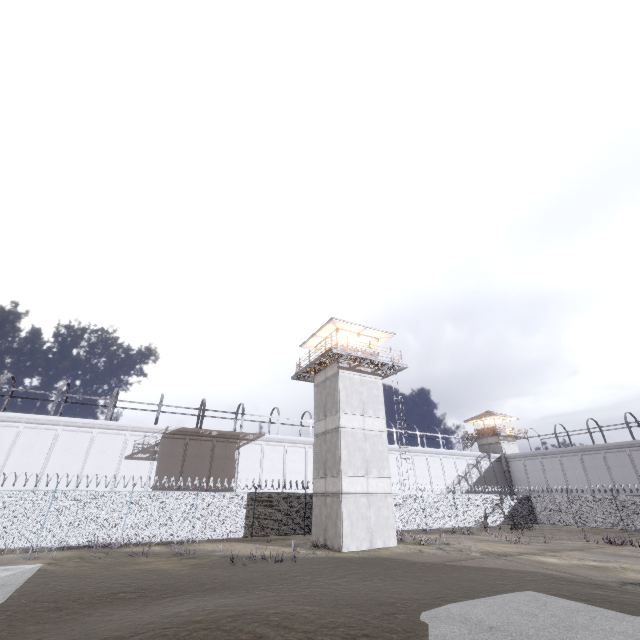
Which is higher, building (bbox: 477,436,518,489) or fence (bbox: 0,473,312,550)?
building (bbox: 477,436,518,489)

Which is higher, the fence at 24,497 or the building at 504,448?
the building at 504,448

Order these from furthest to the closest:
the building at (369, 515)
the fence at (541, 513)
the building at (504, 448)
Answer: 1. the building at (504, 448)
2. the fence at (541, 513)
3. the building at (369, 515)

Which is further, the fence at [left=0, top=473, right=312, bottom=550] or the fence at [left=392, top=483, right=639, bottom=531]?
the fence at [left=392, top=483, right=639, bottom=531]

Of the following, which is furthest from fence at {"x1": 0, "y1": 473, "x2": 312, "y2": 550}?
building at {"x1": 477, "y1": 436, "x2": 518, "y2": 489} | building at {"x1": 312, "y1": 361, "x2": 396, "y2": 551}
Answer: building at {"x1": 477, "y1": 436, "x2": 518, "y2": 489}

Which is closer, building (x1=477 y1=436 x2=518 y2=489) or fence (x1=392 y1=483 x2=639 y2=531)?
fence (x1=392 y1=483 x2=639 y2=531)

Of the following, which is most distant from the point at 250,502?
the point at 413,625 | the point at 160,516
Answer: the point at 413,625
